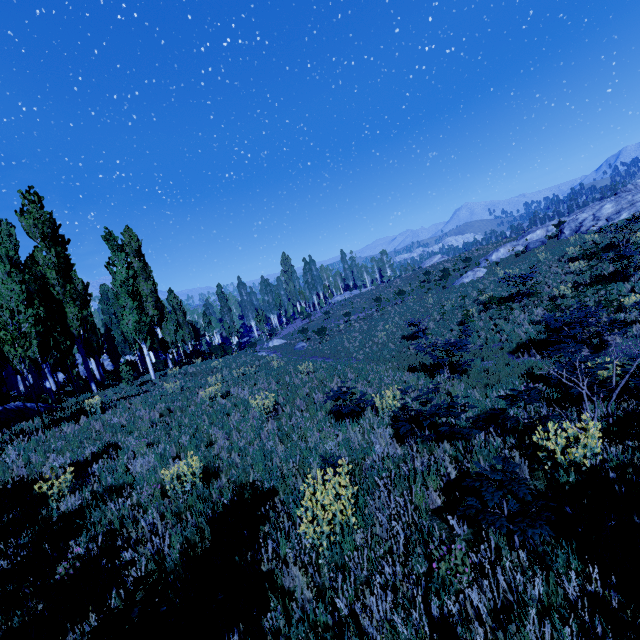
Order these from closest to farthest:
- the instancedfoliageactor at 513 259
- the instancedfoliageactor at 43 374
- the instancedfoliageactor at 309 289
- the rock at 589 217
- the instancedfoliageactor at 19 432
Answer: the instancedfoliageactor at 43 374
the instancedfoliageactor at 19 432
the rock at 589 217
the instancedfoliageactor at 513 259
the instancedfoliageactor at 309 289

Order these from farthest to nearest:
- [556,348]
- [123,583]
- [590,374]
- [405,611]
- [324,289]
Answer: [324,289] → [556,348] → [590,374] → [123,583] → [405,611]

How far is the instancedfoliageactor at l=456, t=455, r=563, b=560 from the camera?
2.9m

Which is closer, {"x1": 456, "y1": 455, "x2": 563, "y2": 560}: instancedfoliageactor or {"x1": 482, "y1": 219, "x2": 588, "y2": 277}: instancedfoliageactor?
{"x1": 456, "y1": 455, "x2": 563, "y2": 560}: instancedfoliageactor

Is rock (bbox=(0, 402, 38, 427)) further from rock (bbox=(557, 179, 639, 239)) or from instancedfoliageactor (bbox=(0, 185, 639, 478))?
rock (bbox=(557, 179, 639, 239))

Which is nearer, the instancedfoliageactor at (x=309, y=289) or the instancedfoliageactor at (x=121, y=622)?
the instancedfoliageactor at (x=121, y=622)

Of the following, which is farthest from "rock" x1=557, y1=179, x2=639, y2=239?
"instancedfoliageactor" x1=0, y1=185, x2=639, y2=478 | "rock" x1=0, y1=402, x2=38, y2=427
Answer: "rock" x1=0, y1=402, x2=38, y2=427
